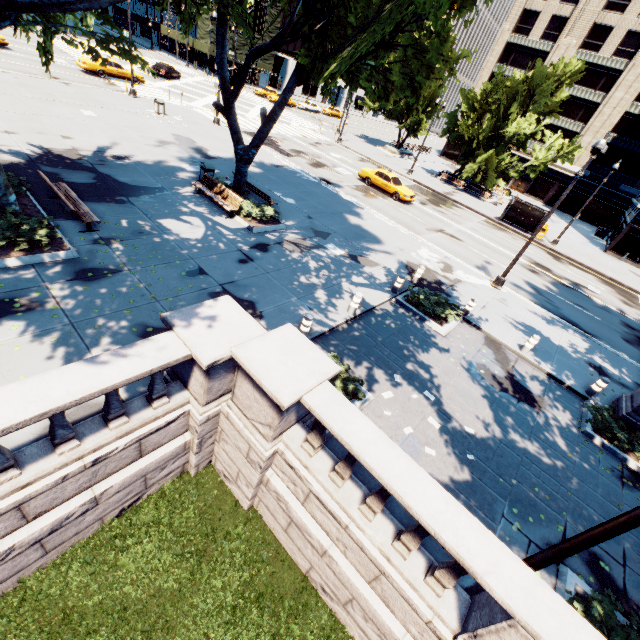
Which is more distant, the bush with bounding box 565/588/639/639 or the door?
the door

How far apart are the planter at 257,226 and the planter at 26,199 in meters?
6.3

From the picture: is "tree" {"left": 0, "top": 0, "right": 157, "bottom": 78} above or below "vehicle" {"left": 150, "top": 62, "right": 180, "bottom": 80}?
above

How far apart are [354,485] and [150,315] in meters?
6.5 m

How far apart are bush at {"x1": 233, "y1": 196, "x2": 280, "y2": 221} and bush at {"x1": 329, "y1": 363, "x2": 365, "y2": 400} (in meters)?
7.75

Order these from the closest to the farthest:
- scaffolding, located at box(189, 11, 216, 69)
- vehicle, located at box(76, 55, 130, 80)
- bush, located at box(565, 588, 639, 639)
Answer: bush, located at box(565, 588, 639, 639) < vehicle, located at box(76, 55, 130, 80) < scaffolding, located at box(189, 11, 216, 69)

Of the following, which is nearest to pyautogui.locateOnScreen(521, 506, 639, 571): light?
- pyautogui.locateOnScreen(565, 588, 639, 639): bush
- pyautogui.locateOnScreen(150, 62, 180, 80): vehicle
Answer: pyautogui.locateOnScreen(565, 588, 639, 639): bush

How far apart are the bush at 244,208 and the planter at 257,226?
0.02m
